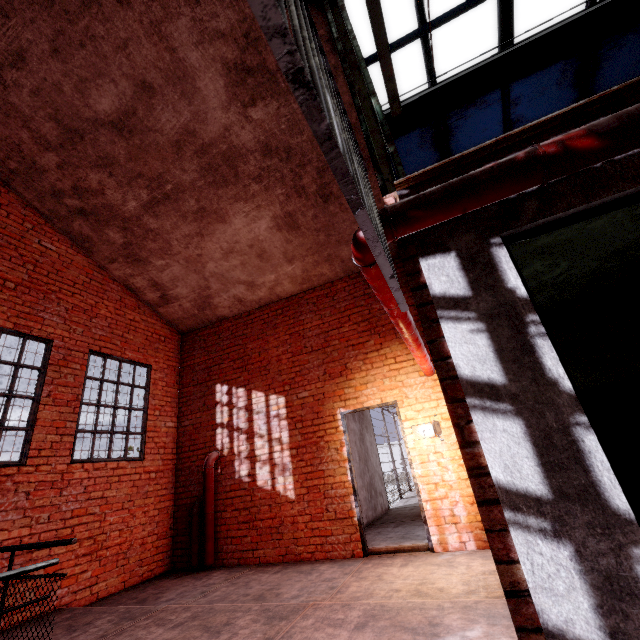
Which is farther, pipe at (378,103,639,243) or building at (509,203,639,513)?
building at (509,203,639,513)

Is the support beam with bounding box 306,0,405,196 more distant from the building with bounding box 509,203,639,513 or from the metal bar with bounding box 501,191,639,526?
the metal bar with bounding box 501,191,639,526

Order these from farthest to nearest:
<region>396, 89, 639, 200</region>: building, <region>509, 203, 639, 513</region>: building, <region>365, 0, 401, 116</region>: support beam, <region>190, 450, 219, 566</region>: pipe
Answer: <region>190, 450, 219, 566</region>: pipe < <region>509, 203, 639, 513</region>: building < <region>365, 0, 401, 116</region>: support beam < <region>396, 89, 639, 200</region>: building

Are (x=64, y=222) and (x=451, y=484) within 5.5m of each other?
no

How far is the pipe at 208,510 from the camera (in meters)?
5.79

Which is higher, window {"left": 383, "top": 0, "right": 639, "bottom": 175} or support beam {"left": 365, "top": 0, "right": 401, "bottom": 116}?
window {"left": 383, "top": 0, "right": 639, "bottom": 175}

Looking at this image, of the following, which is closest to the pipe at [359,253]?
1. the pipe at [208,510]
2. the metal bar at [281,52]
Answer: the metal bar at [281,52]

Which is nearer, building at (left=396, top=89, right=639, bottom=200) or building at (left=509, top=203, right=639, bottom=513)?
building at (left=396, top=89, right=639, bottom=200)
